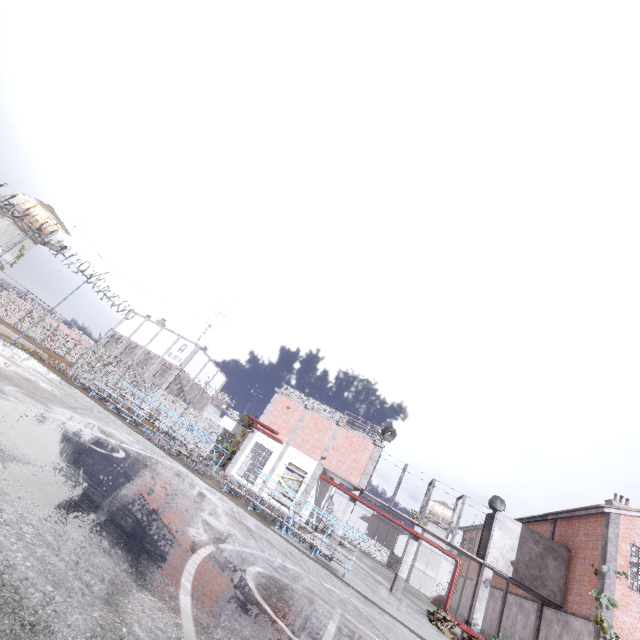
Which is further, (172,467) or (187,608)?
(172,467)

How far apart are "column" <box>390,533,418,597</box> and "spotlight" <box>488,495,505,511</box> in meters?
5.1 m

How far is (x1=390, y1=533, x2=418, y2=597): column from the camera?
19.05m

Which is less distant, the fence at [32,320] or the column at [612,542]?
the column at [612,542]

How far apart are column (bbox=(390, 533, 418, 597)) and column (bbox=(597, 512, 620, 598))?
8.4m

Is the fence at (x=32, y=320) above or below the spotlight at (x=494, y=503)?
below

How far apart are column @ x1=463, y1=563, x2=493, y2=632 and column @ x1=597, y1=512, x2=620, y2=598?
4.8m

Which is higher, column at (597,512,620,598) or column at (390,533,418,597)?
column at (597,512,620,598)
